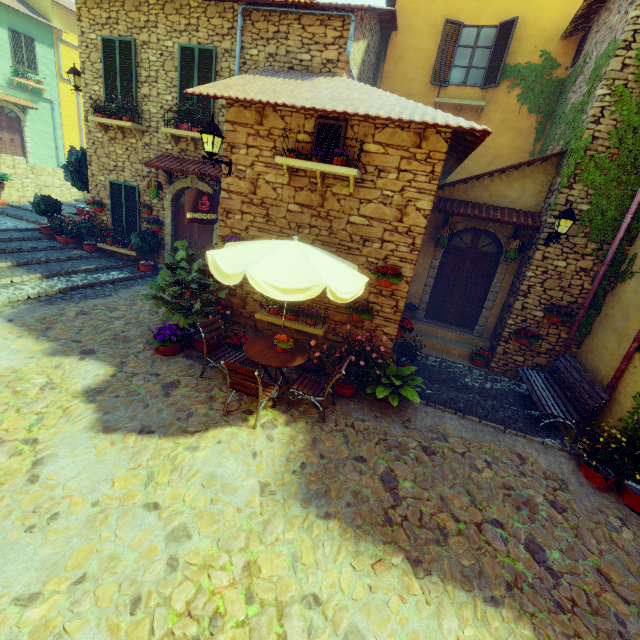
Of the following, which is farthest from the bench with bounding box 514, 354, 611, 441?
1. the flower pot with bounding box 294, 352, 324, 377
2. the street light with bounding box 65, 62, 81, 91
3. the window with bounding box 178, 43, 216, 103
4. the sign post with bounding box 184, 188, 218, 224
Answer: the street light with bounding box 65, 62, 81, 91

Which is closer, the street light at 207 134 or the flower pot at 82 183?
the street light at 207 134

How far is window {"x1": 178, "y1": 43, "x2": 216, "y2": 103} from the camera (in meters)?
8.41

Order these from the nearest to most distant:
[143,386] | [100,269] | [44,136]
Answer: [143,386] → [100,269] → [44,136]

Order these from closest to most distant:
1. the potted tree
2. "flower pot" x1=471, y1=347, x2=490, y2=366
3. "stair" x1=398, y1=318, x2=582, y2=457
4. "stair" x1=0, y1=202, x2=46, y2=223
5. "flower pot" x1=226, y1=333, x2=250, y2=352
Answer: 1. the potted tree
2. "stair" x1=398, y1=318, x2=582, y2=457
3. "flower pot" x1=226, y1=333, x2=250, y2=352
4. "flower pot" x1=471, y1=347, x2=490, y2=366
5. "stair" x1=0, y1=202, x2=46, y2=223

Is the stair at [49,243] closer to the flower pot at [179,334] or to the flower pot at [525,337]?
the flower pot at [179,334]

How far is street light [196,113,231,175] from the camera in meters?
5.6

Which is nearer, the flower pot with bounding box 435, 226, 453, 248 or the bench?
the bench
